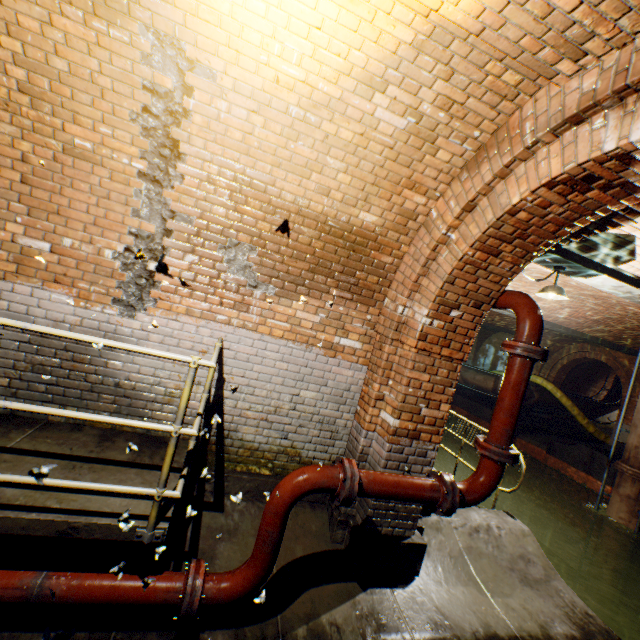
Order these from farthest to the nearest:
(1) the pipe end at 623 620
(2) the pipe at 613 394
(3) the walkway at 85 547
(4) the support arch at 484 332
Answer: (4) the support arch at 484 332, (2) the pipe at 613 394, (1) the pipe end at 623 620, (3) the walkway at 85 547

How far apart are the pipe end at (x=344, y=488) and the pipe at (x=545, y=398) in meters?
17.1 m

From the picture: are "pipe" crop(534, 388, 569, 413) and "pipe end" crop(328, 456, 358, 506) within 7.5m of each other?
no

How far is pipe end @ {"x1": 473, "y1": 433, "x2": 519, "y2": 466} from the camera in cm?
296

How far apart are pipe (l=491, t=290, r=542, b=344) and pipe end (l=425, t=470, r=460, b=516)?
1.4 meters

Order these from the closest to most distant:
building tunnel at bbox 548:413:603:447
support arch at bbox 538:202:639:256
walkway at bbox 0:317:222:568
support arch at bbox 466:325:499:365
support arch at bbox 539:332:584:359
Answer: walkway at bbox 0:317:222:568 → support arch at bbox 538:202:639:256 → support arch at bbox 539:332:584:359 → building tunnel at bbox 548:413:603:447 → support arch at bbox 466:325:499:365

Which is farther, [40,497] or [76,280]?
[76,280]

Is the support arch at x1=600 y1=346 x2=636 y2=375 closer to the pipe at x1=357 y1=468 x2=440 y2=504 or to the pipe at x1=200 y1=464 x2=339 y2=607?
the pipe at x1=357 y1=468 x2=440 y2=504
